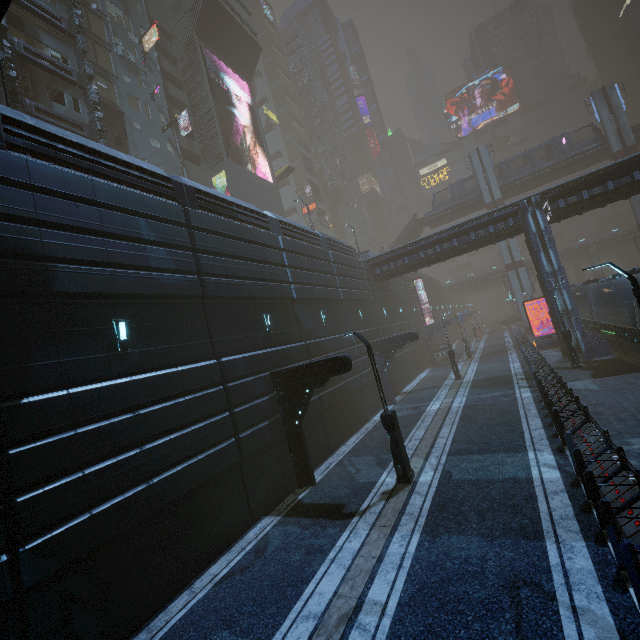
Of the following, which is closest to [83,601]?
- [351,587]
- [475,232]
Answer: [351,587]

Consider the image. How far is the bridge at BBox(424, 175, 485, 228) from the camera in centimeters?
4690cm

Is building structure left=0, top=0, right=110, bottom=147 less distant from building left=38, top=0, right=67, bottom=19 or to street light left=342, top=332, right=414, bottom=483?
building left=38, top=0, right=67, bottom=19

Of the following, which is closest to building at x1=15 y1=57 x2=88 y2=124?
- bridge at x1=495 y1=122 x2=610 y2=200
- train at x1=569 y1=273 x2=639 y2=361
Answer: train at x1=569 y1=273 x2=639 y2=361

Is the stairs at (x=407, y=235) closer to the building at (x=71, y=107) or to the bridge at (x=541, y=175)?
the bridge at (x=541, y=175)

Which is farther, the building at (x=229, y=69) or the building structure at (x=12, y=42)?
the building structure at (x=12, y=42)

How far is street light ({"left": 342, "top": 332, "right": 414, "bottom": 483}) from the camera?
11.3 meters

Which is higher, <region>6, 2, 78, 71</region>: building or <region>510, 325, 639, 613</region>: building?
<region>6, 2, 78, 71</region>: building
